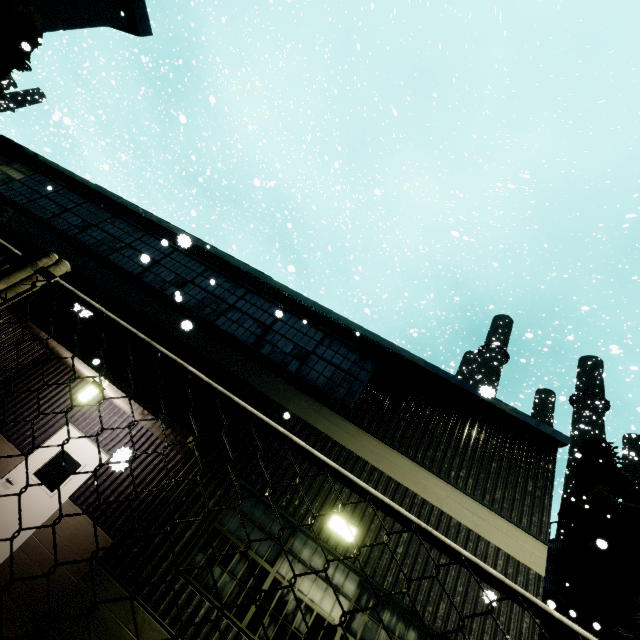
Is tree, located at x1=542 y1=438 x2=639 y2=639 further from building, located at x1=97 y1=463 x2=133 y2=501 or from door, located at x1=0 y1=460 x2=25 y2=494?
door, located at x1=0 y1=460 x2=25 y2=494

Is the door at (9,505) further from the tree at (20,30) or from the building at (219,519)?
the tree at (20,30)

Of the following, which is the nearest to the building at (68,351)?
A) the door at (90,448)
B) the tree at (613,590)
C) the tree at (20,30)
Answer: the door at (90,448)

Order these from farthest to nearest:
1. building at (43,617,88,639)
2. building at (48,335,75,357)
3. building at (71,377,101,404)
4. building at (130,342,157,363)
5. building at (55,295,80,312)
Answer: building at (71,377,101,404) → building at (130,342,157,363) → building at (48,335,75,357) → building at (43,617,88,639) → building at (55,295,80,312)

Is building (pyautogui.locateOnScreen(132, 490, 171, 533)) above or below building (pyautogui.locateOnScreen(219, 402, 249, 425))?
below

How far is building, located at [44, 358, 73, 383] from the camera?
8.3m

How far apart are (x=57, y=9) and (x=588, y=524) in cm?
2964
